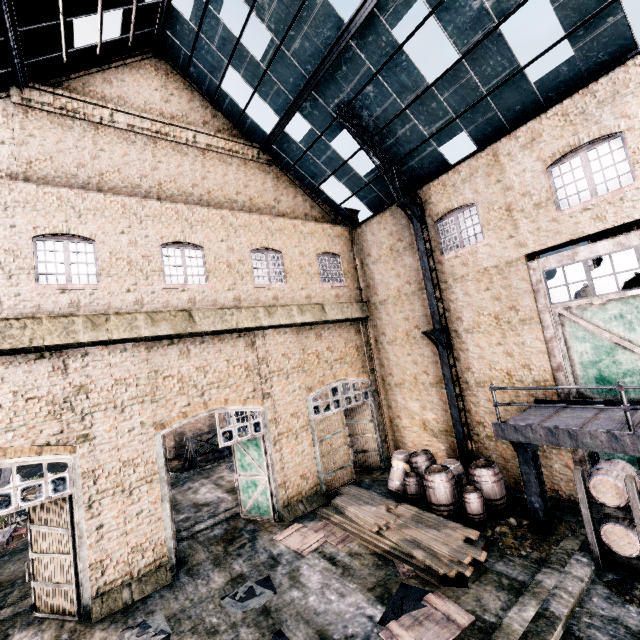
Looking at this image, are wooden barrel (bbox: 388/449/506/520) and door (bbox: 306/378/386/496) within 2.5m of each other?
no

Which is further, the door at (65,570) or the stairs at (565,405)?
the door at (65,570)

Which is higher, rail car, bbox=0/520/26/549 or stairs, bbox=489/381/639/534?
stairs, bbox=489/381/639/534

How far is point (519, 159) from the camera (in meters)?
11.67

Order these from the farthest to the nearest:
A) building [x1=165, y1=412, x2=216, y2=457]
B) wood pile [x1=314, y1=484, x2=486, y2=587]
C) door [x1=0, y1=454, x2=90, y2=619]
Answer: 1. building [x1=165, y1=412, x2=216, y2=457]
2. door [x1=0, y1=454, x2=90, y2=619]
3. wood pile [x1=314, y1=484, x2=486, y2=587]

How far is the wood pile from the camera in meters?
8.8

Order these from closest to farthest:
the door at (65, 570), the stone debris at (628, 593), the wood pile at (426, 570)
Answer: the stone debris at (628, 593) < the wood pile at (426, 570) < the door at (65, 570)

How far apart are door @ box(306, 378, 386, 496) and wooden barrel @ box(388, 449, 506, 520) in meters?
4.3
